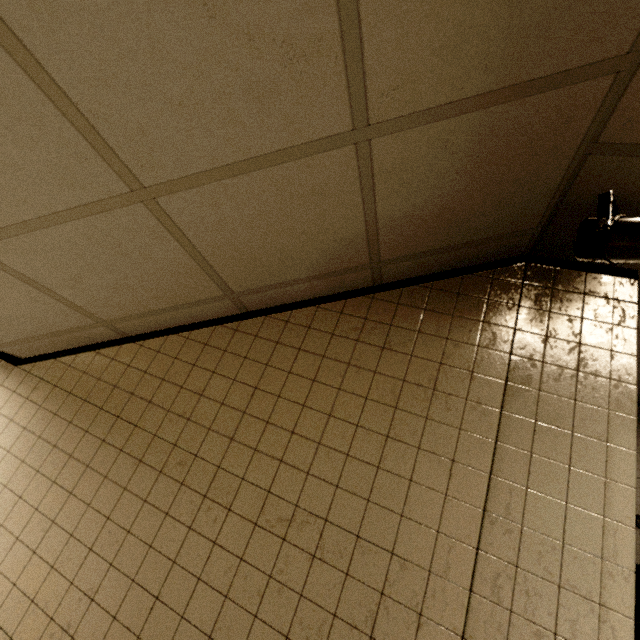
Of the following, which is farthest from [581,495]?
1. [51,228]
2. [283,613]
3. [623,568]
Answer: [51,228]

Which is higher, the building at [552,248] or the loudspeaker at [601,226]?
the building at [552,248]

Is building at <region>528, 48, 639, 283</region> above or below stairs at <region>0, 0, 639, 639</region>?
above

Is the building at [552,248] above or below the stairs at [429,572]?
above

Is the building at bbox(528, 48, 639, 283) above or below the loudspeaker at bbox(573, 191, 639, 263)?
above
